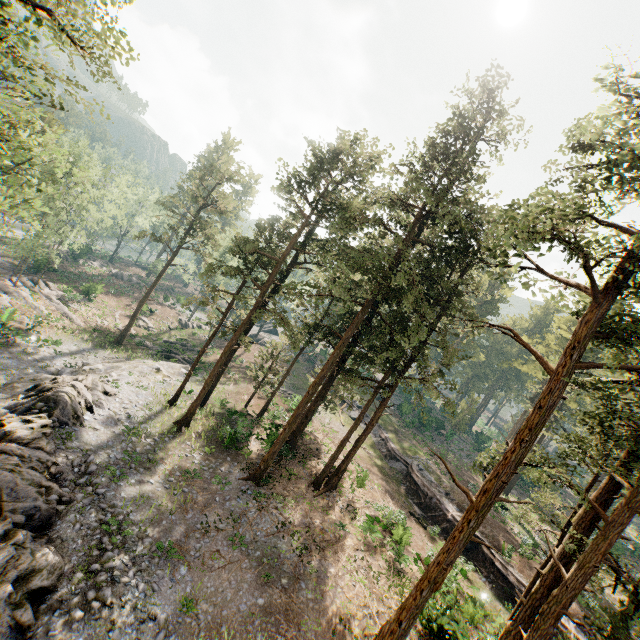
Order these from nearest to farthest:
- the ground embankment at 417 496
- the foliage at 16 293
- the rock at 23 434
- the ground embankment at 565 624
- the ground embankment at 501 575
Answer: the rock at 23 434 < the foliage at 16 293 < the ground embankment at 565 624 < the ground embankment at 501 575 < the ground embankment at 417 496

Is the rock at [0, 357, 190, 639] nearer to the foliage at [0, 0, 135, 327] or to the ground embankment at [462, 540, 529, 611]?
the foliage at [0, 0, 135, 327]

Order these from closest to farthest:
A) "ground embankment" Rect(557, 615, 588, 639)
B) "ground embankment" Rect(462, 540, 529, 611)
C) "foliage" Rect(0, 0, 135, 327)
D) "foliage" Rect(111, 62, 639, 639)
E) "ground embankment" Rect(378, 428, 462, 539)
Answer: "foliage" Rect(111, 62, 639, 639), "foliage" Rect(0, 0, 135, 327), "ground embankment" Rect(557, 615, 588, 639), "ground embankment" Rect(462, 540, 529, 611), "ground embankment" Rect(378, 428, 462, 539)

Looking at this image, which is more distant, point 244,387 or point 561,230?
point 244,387

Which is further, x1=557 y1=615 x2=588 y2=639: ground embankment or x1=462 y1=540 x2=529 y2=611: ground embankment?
x1=462 y1=540 x2=529 y2=611: ground embankment

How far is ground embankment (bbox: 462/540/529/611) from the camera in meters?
22.5

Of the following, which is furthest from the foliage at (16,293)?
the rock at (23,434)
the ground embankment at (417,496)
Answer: the rock at (23,434)
